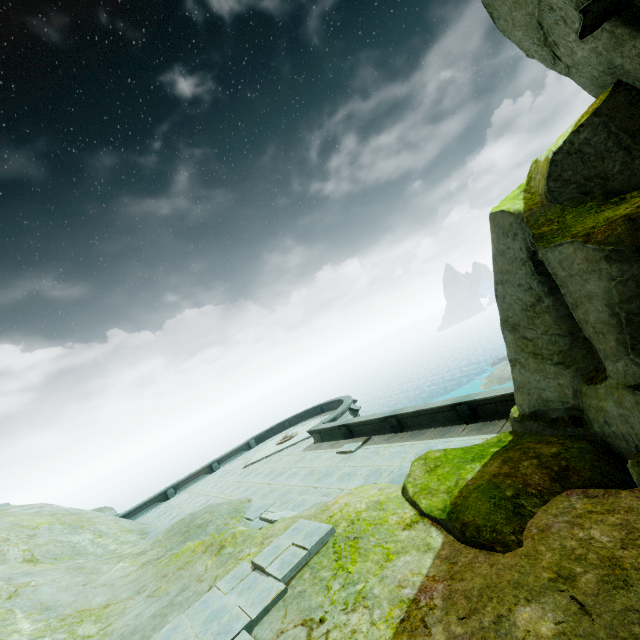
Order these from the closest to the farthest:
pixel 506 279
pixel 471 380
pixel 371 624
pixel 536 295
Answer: pixel 371 624 < pixel 536 295 < pixel 506 279 < pixel 471 380
